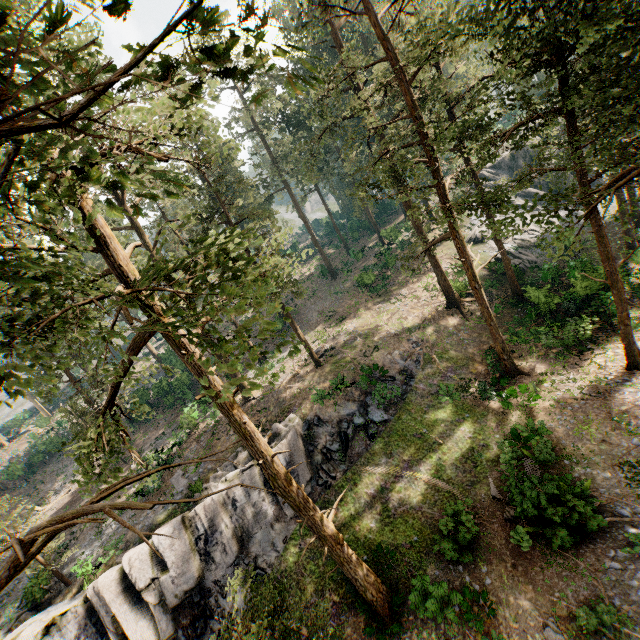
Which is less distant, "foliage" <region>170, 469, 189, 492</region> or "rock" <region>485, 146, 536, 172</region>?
"foliage" <region>170, 469, 189, 492</region>

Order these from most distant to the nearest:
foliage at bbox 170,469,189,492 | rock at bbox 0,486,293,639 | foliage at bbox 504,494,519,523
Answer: foliage at bbox 170,469,189,492 < rock at bbox 0,486,293,639 < foliage at bbox 504,494,519,523

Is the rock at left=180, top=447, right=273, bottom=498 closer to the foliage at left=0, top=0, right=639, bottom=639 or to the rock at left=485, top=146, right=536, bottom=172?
the foliage at left=0, top=0, right=639, bottom=639

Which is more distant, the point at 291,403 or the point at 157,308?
the point at 291,403

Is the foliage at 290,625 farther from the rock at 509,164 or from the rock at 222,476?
the rock at 222,476

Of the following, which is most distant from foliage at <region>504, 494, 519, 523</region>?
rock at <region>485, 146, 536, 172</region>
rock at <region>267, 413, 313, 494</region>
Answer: rock at <region>267, 413, 313, 494</region>

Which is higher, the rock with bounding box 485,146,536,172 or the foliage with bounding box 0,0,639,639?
the foliage with bounding box 0,0,639,639

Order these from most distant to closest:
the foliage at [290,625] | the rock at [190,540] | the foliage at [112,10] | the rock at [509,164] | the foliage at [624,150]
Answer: the rock at [509,164] < the rock at [190,540] < the foliage at [290,625] < the foliage at [624,150] < the foliage at [112,10]
